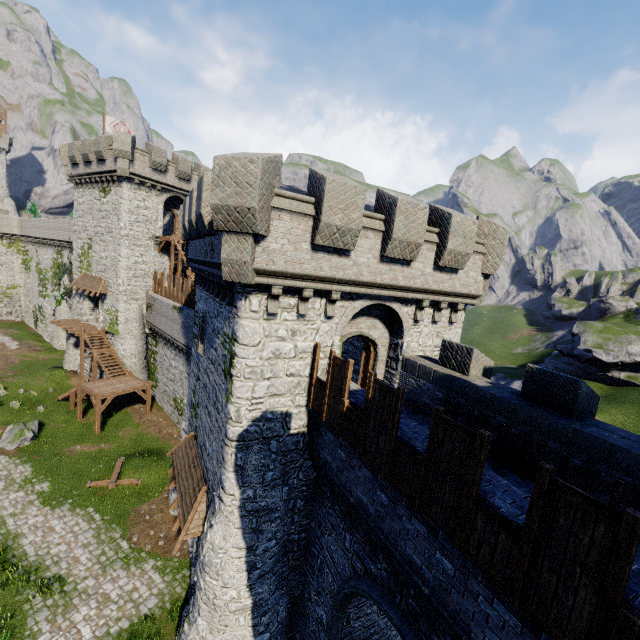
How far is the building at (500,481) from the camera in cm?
514

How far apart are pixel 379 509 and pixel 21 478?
23.18m

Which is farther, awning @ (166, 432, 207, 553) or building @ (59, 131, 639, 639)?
awning @ (166, 432, 207, 553)

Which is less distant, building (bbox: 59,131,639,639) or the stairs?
building (bbox: 59,131,639,639)

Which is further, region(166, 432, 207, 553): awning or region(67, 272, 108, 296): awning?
region(67, 272, 108, 296): awning

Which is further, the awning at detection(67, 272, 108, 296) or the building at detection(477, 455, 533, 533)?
the awning at detection(67, 272, 108, 296)

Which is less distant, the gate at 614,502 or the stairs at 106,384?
the gate at 614,502

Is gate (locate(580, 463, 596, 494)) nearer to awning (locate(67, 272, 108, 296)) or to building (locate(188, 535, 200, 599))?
building (locate(188, 535, 200, 599))
